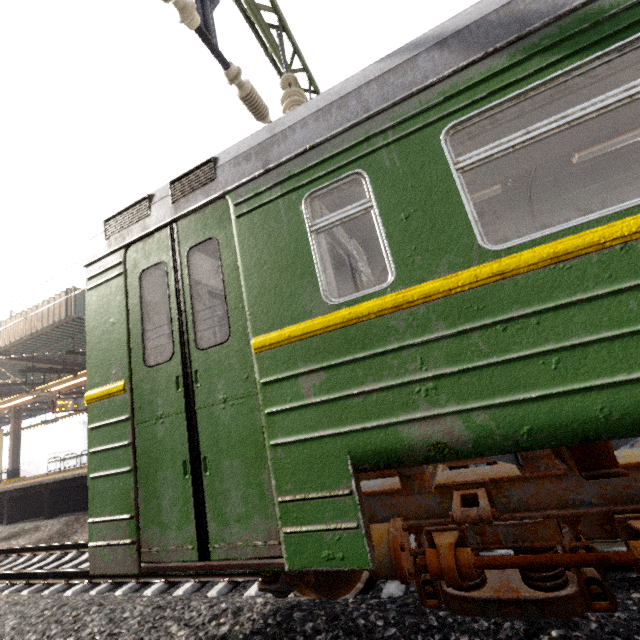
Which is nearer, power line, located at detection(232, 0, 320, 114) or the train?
the train

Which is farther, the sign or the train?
the sign

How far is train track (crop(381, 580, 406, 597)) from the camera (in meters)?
2.83

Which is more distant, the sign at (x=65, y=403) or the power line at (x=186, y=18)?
the sign at (x=65, y=403)

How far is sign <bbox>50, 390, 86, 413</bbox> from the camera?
11.6 meters

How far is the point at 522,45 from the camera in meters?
2.0 m

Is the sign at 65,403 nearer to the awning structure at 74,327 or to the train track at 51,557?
the awning structure at 74,327

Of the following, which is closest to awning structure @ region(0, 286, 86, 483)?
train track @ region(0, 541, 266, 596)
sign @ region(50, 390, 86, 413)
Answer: sign @ region(50, 390, 86, 413)
